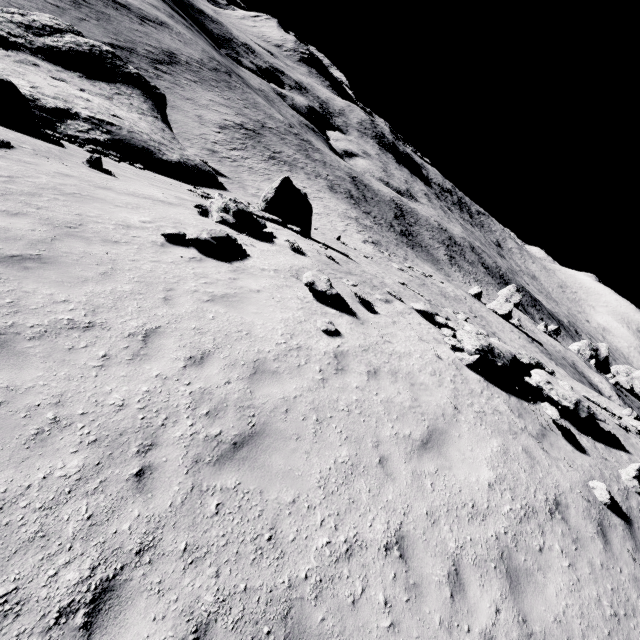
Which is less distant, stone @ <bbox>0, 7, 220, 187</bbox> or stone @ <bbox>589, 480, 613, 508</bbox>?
stone @ <bbox>589, 480, 613, 508</bbox>

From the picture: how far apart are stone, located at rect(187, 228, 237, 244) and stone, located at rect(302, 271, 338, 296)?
2.7 meters

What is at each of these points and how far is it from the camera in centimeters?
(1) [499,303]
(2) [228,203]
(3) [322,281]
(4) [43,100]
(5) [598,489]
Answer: (1) stone, 4125cm
(2) stone, 1214cm
(3) stone, 1016cm
(4) stone, 1858cm
(5) stone, 770cm

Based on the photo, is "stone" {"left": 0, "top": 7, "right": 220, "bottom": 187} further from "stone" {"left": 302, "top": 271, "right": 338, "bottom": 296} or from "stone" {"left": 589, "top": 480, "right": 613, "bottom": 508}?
"stone" {"left": 589, "top": 480, "right": 613, "bottom": 508}

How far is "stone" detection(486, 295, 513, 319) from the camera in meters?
40.5

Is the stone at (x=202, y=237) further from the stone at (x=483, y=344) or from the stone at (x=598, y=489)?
the stone at (x=598, y=489)

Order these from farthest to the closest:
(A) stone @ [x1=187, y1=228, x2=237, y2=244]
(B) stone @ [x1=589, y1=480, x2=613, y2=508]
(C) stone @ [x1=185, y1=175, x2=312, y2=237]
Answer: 1. (C) stone @ [x1=185, y1=175, x2=312, y2=237]
2. (A) stone @ [x1=187, y1=228, x2=237, y2=244]
3. (B) stone @ [x1=589, y1=480, x2=613, y2=508]

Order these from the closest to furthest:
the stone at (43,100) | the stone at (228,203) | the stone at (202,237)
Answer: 1. the stone at (202,237)
2. the stone at (228,203)
3. the stone at (43,100)
